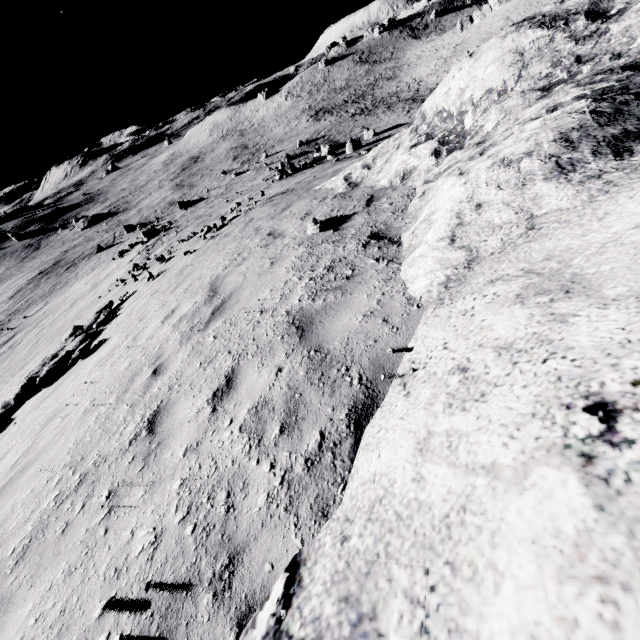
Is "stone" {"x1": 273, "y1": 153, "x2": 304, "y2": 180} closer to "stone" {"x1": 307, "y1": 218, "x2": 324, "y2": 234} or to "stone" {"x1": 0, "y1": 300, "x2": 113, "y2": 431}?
"stone" {"x1": 307, "y1": 218, "x2": 324, "y2": 234}

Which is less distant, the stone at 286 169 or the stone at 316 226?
the stone at 316 226

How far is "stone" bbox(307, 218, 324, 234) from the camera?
6.5 meters

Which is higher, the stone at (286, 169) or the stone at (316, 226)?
the stone at (316, 226)

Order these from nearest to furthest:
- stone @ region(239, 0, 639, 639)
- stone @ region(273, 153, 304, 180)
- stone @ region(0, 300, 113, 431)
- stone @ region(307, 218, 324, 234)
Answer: stone @ region(239, 0, 639, 639), stone @ region(307, 218, 324, 234), stone @ region(0, 300, 113, 431), stone @ region(273, 153, 304, 180)

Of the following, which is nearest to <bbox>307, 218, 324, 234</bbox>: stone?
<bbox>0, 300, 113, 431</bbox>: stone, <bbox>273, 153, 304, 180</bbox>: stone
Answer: <bbox>0, 300, 113, 431</bbox>: stone

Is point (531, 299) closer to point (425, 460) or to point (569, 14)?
point (425, 460)
